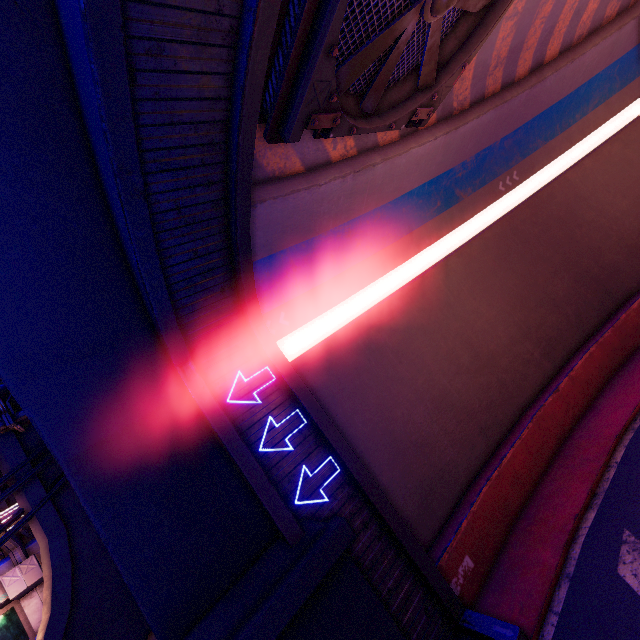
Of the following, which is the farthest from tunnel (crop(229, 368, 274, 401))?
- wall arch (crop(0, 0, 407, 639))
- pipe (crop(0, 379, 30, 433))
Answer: pipe (crop(0, 379, 30, 433))

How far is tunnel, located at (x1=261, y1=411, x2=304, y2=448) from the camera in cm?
779

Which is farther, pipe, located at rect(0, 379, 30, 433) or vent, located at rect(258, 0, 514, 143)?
pipe, located at rect(0, 379, 30, 433)

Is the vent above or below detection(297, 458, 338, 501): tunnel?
above

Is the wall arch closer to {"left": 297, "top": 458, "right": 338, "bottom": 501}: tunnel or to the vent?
{"left": 297, "top": 458, "right": 338, "bottom": 501}: tunnel

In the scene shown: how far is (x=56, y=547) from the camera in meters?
8.6 m

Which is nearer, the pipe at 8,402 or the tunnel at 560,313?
the tunnel at 560,313

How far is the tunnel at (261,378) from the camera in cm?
800
